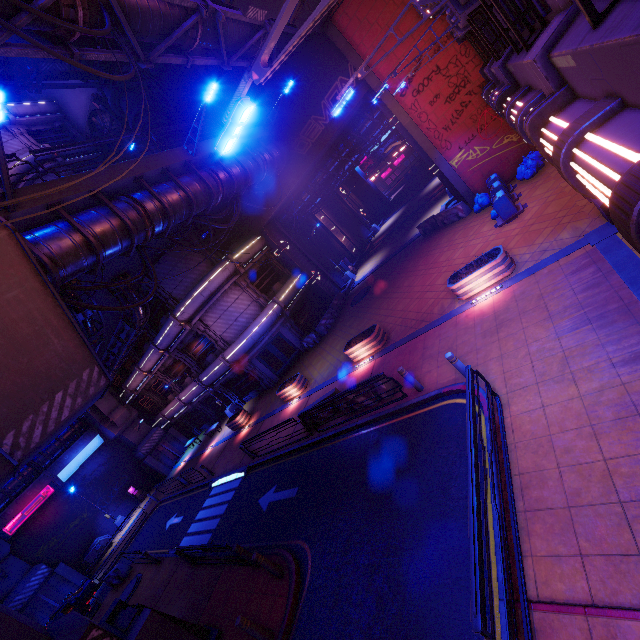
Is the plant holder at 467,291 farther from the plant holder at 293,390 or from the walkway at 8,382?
the walkway at 8,382

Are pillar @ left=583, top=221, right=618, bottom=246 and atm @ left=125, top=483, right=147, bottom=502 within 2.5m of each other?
no

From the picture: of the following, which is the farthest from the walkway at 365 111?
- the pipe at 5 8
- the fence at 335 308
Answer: the fence at 335 308

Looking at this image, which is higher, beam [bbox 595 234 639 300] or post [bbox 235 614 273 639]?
post [bbox 235 614 273 639]

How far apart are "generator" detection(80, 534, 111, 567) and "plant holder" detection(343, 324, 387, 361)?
29.9 meters

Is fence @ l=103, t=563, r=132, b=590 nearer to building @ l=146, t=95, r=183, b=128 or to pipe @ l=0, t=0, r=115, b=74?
pipe @ l=0, t=0, r=115, b=74

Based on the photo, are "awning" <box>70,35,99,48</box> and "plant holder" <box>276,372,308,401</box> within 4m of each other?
no

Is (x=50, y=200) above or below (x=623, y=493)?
above
